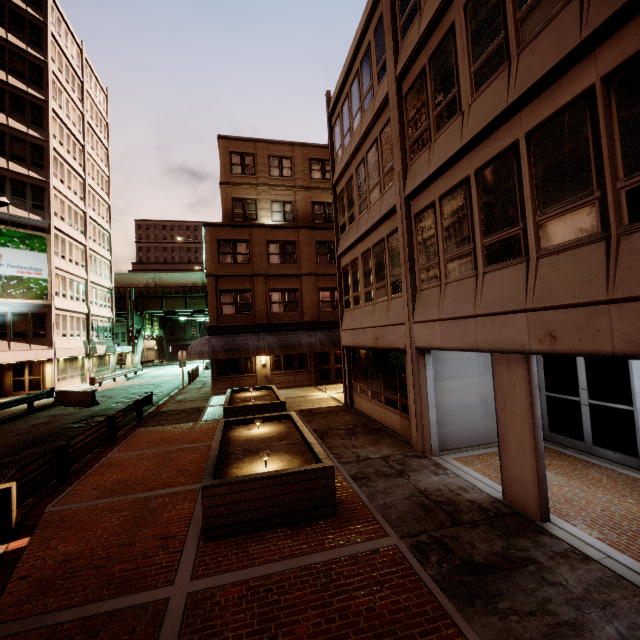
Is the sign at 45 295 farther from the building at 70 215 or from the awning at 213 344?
the awning at 213 344

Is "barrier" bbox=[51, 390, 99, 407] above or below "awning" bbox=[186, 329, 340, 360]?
below

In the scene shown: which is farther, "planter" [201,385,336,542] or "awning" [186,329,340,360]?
"awning" [186,329,340,360]

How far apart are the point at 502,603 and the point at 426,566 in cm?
104

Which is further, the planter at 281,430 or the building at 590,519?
the planter at 281,430

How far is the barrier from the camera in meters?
20.8 m

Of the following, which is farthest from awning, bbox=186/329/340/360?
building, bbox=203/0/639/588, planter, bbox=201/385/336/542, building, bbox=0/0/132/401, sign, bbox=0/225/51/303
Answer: sign, bbox=0/225/51/303

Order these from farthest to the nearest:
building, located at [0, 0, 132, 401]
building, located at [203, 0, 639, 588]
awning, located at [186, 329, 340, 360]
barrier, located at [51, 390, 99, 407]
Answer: building, located at [0, 0, 132, 401]
barrier, located at [51, 390, 99, 407]
awning, located at [186, 329, 340, 360]
building, located at [203, 0, 639, 588]
